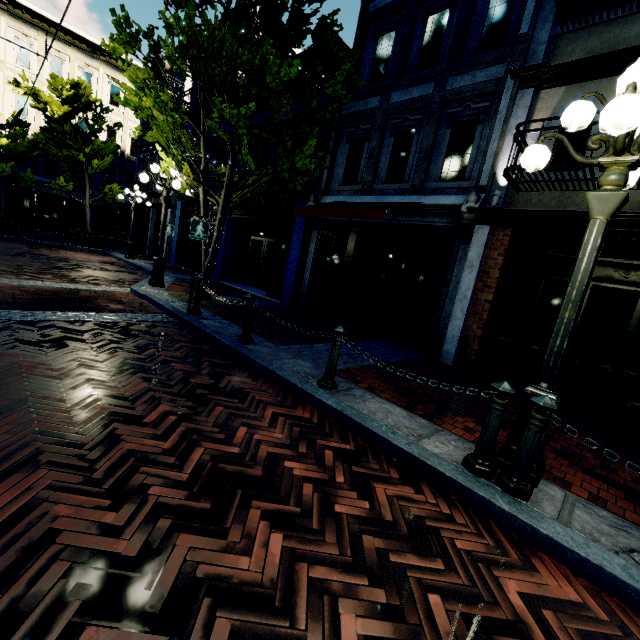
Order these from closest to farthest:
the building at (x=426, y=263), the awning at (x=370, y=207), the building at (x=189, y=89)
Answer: the building at (x=426, y=263) < the awning at (x=370, y=207) < the building at (x=189, y=89)

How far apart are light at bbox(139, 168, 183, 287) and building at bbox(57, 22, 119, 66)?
19.4 meters

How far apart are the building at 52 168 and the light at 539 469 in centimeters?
2921cm

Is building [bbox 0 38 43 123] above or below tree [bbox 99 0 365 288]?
above

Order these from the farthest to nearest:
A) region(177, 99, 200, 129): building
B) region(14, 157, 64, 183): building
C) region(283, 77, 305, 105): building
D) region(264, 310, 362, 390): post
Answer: region(14, 157, 64, 183): building, region(177, 99, 200, 129): building, region(283, 77, 305, 105): building, region(264, 310, 362, 390): post

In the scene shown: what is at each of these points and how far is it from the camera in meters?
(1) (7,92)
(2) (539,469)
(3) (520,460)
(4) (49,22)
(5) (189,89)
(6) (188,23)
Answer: (1) building, 20.1
(2) light, 2.9
(3) post, 2.7
(4) building, 20.2
(5) building, 14.1
(6) tree, 6.6

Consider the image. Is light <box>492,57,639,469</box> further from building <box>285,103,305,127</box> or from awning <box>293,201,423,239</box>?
awning <box>293,201,423,239</box>

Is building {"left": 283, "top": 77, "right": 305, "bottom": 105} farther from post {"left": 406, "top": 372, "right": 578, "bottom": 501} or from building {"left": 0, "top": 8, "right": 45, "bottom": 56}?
post {"left": 406, "top": 372, "right": 578, "bottom": 501}
